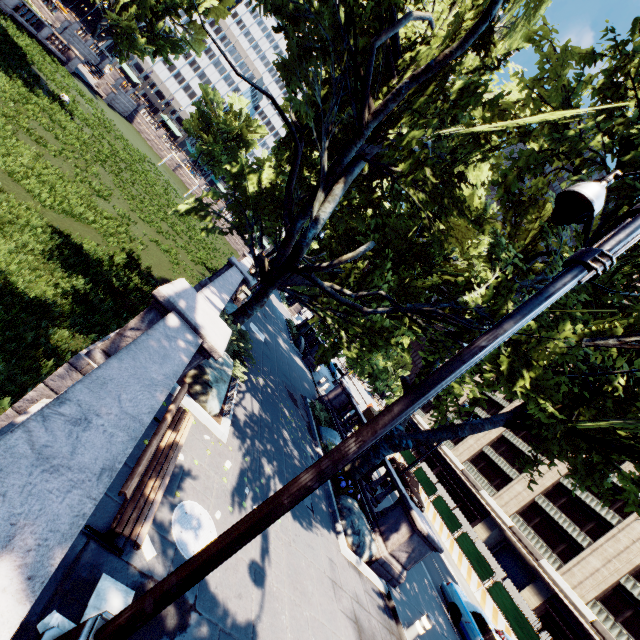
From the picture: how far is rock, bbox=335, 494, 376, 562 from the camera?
10.2m

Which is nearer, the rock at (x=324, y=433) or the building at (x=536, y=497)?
the rock at (x=324, y=433)

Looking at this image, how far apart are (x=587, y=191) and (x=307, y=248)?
9.2 meters

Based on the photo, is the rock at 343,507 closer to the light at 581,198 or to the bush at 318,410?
the bush at 318,410

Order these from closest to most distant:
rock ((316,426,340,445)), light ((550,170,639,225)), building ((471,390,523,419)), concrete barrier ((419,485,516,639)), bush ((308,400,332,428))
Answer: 1. light ((550,170,639,225))
2. rock ((316,426,340,445))
3. bush ((308,400,332,428))
4. concrete barrier ((419,485,516,639))
5. building ((471,390,523,419))

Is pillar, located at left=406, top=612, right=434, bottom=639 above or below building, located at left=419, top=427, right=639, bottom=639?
below

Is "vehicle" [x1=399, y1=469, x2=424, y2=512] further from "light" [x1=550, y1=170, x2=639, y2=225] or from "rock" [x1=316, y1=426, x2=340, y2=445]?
"light" [x1=550, y1=170, x2=639, y2=225]

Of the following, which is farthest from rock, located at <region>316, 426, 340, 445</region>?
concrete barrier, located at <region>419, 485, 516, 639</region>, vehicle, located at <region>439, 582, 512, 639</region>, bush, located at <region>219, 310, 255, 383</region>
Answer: concrete barrier, located at <region>419, 485, 516, 639</region>
